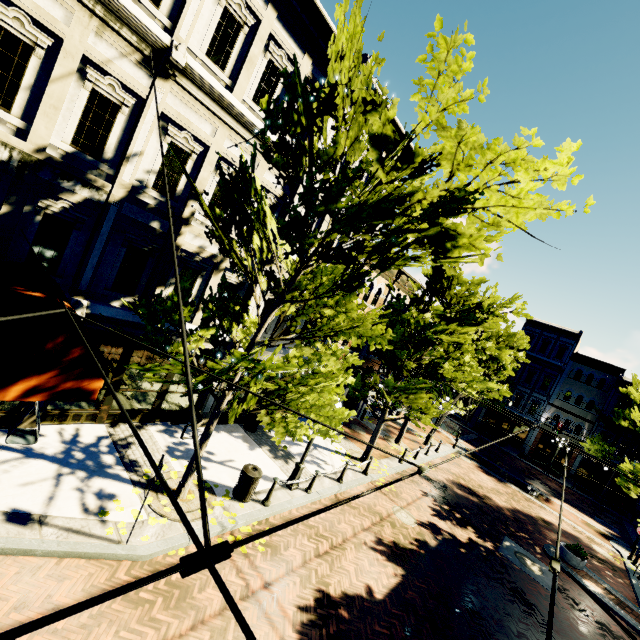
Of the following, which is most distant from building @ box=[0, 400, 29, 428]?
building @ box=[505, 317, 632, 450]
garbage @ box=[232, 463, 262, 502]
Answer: building @ box=[505, 317, 632, 450]

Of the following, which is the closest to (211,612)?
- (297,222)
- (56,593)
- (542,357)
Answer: (56,593)

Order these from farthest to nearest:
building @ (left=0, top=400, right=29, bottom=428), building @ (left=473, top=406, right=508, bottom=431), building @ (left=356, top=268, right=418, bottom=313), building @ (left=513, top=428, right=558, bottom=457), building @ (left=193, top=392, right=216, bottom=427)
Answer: building @ (left=473, top=406, right=508, bottom=431), building @ (left=513, top=428, right=558, bottom=457), building @ (left=356, top=268, right=418, bottom=313), building @ (left=193, top=392, right=216, bottom=427), building @ (left=0, top=400, right=29, bottom=428)

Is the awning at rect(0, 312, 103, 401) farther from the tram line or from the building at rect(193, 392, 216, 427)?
the tram line

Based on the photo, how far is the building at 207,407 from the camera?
11.9m

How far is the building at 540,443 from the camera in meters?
33.6

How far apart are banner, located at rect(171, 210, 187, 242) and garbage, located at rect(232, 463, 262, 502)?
4.99m

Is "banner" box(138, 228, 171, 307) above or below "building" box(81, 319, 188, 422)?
above
